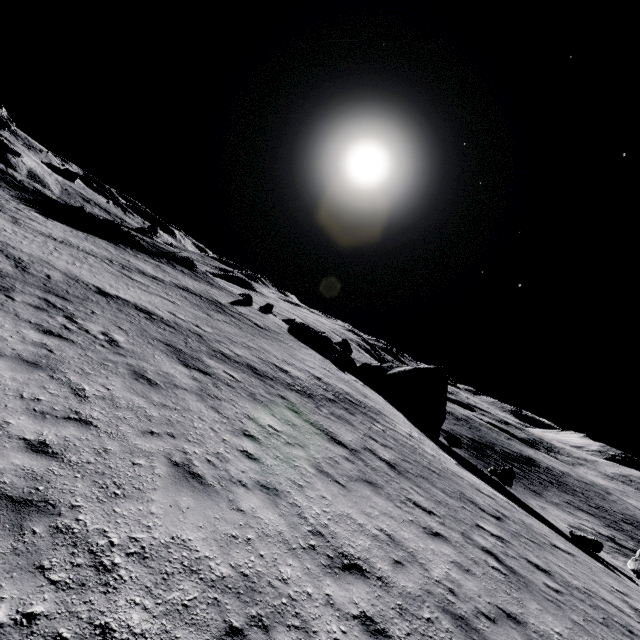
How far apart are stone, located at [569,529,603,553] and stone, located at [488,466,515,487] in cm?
871

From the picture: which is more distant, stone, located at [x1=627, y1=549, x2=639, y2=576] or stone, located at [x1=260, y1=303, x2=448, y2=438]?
stone, located at [x1=260, y1=303, x2=448, y2=438]

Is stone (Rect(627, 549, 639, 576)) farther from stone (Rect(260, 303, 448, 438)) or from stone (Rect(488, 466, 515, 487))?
stone (Rect(260, 303, 448, 438))

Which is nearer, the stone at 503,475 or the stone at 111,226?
the stone at 503,475

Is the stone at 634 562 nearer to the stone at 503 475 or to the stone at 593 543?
A: the stone at 593 543

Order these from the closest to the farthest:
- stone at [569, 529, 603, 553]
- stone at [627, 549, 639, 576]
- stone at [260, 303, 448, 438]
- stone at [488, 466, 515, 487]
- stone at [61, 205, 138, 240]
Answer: stone at [569, 529, 603, 553], stone at [627, 549, 639, 576], stone at [488, 466, 515, 487], stone at [260, 303, 448, 438], stone at [61, 205, 138, 240]

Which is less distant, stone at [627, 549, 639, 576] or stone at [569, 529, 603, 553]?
stone at [569, 529, 603, 553]

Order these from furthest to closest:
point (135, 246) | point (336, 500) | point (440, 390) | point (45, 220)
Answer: point (135, 246) → point (440, 390) → point (45, 220) → point (336, 500)
